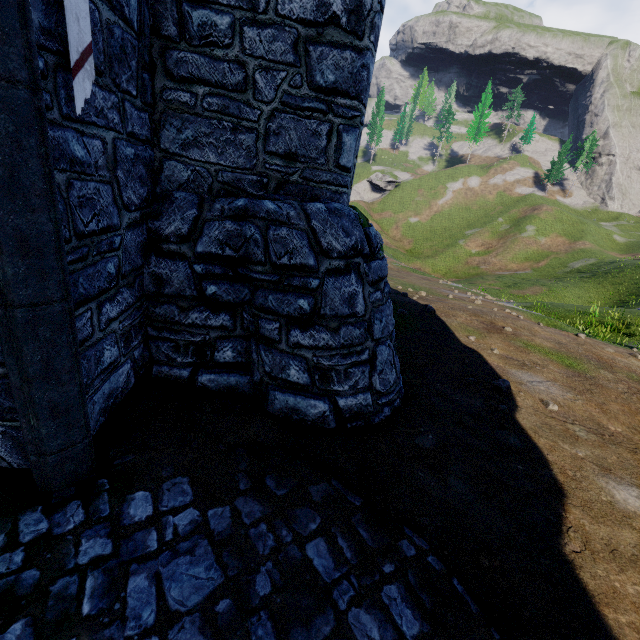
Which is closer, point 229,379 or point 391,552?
point 391,552
